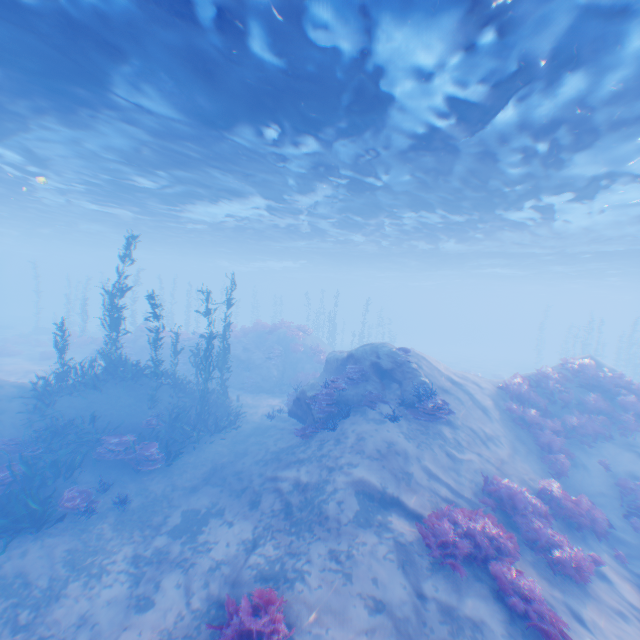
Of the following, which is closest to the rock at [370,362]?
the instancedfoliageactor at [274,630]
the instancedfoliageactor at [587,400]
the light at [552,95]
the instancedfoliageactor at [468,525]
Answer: the light at [552,95]

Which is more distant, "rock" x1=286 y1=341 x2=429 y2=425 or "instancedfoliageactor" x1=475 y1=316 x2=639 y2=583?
"rock" x1=286 y1=341 x2=429 y2=425

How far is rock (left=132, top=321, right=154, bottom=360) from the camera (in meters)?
24.44

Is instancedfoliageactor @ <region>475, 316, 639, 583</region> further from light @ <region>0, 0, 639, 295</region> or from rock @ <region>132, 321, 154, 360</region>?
rock @ <region>132, 321, 154, 360</region>

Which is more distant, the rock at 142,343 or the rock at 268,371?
the rock at 142,343

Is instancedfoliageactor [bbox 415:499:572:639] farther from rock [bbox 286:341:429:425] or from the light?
the light

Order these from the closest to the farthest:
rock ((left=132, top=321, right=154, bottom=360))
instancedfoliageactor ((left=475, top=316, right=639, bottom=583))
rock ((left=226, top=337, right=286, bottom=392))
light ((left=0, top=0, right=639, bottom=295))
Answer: light ((left=0, top=0, right=639, bottom=295)) < instancedfoliageactor ((left=475, top=316, right=639, bottom=583)) < rock ((left=226, top=337, right=286, bottom=392)) < rock ((left=132, top=321, right=154, bottom=360))

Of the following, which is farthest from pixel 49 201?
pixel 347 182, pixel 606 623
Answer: pixel 606 623
